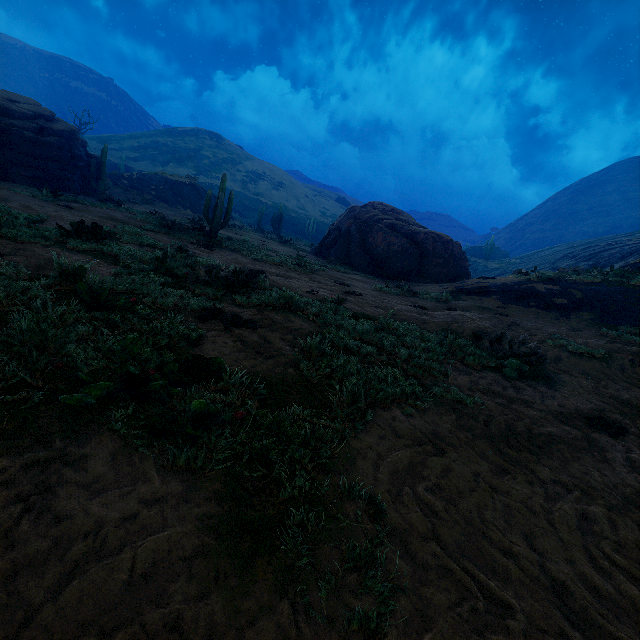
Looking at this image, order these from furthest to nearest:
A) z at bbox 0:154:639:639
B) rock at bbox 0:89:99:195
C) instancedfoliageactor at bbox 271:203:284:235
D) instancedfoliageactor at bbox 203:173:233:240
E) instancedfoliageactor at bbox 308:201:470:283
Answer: instancedfoliageactor at bbox 271:203:284:235, instancedfoliageactor at bbox 308:201:470:283, rock at bbox 0:89:99:195, instancedfoliageactor at bbox 203:173:233:240, z at bbox 0:154:639:639

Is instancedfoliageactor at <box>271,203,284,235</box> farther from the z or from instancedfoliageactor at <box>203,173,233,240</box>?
instancedfoliageactor at <box>203,173,233,240</box>

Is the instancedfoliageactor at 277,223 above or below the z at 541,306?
Answer: above

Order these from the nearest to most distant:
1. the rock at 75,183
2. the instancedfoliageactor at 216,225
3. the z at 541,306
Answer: the z at 541,306, the instancedfoliageactor at 216,225, the rock at 75,183

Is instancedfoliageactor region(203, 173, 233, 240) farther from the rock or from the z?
the z

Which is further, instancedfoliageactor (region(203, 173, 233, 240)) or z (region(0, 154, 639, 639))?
instancedfoliageactor (region(203, 173, 233, 240))

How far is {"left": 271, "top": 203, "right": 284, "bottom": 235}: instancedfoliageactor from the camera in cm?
3647

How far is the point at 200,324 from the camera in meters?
4.6
